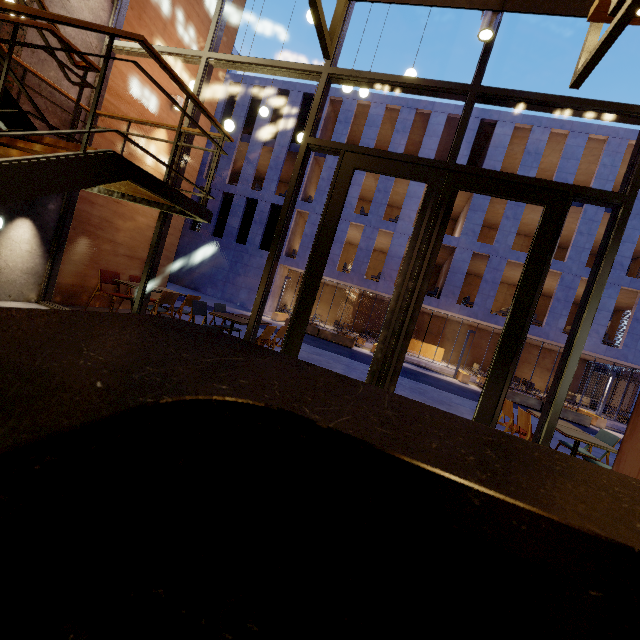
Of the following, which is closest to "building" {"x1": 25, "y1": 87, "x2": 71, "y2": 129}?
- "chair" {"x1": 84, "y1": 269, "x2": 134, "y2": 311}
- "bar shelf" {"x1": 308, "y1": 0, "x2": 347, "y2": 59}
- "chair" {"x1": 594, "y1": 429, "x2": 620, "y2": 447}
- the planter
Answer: "bar shelf" {"x1": 308, "y1": 0, "x2": 347, "y2": 59}

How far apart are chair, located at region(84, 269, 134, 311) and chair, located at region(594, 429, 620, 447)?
8.1m

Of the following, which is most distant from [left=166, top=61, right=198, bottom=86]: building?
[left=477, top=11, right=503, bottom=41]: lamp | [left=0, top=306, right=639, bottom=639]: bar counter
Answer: [left=477, top=11, right=503, bottom=41]: lamp

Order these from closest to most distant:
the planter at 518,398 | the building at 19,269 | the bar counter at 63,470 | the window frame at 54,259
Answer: the bar counter at 63,470 → the building at 19,269 → the window frame at 54,259 → the planter at 518,398

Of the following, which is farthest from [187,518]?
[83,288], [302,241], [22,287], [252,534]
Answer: [302,241]

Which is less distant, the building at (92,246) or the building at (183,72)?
the building at (92,246)

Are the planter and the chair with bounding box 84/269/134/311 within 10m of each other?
no

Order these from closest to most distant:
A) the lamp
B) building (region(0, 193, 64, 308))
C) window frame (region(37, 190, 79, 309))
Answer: the lamp
building (region(0, 193, 64, 308))
window frame (region(37, 190, 79, 309))
